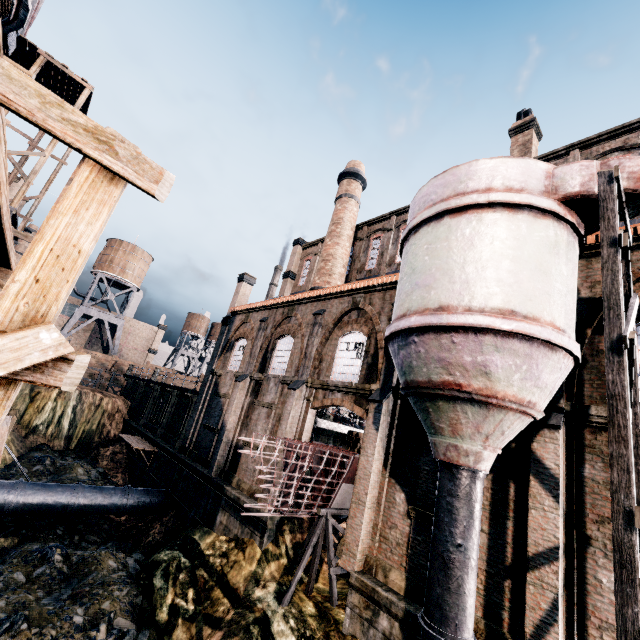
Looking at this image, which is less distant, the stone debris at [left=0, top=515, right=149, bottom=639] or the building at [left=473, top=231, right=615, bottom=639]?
the building at [left=473, top=231, right=615, bottom=639]

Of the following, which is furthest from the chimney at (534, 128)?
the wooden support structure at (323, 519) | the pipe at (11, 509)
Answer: the pipe at (11, 509)

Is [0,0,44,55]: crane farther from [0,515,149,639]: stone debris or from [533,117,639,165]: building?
[0,515,149,639]: stone debris

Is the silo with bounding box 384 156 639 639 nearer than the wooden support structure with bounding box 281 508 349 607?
Yes

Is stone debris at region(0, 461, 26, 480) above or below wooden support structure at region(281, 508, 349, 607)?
below

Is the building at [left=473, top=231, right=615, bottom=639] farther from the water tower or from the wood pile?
the water tower

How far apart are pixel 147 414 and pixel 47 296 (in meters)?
38.22

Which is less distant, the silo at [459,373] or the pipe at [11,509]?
the silo at [459,373]
